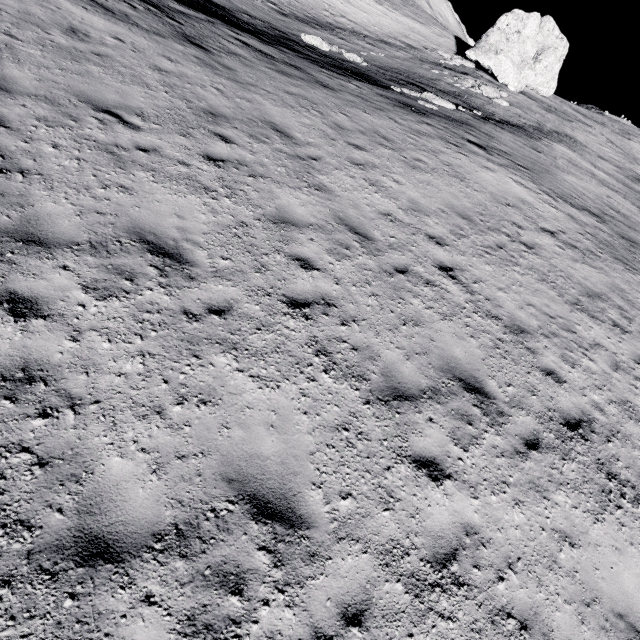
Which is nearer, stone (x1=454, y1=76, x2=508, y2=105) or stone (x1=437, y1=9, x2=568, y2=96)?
stone (x1=454, y1=76, x2=508, y2=105)

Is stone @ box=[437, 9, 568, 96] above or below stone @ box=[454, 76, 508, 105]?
above

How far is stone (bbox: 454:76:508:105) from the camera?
24.78m

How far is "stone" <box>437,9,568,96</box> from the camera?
32.2 meters

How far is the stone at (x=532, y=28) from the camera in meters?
32.2 m

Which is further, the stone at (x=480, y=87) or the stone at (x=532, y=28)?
the stone at (x=532, y=28)

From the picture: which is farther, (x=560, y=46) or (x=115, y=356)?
(x=560, y=46)
